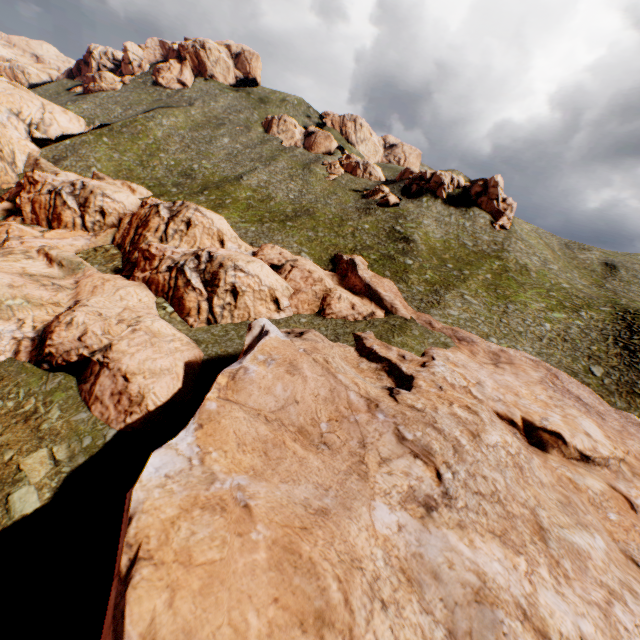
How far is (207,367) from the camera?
29.47m
